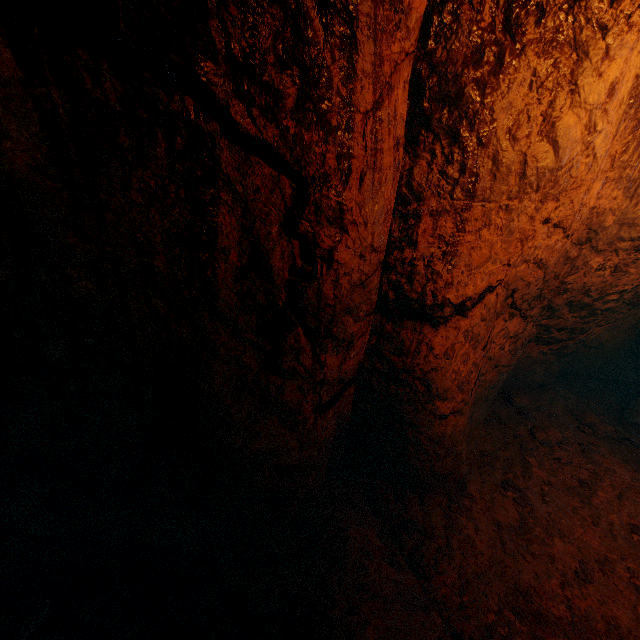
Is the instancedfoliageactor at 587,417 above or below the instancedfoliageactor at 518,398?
below

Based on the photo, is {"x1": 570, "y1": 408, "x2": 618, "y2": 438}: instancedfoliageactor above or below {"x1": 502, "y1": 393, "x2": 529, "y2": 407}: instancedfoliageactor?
below

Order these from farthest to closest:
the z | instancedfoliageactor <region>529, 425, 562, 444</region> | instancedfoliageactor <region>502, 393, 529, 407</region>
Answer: instancedfoliageactor <region>502, 393, 529, 407</region> < instancedfoliageactor <region>529, 425, 562, 444</region> < the z

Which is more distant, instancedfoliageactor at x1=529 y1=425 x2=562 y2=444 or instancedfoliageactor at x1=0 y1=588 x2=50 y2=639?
instancedfoliageactor at x1=529 y1=425 x2=562 y2=444

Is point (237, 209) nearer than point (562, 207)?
Yes

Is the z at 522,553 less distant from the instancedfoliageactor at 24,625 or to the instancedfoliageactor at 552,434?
the instancedfoliageactor at 552,434

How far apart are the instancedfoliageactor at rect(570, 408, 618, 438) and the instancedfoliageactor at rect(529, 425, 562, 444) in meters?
0.6

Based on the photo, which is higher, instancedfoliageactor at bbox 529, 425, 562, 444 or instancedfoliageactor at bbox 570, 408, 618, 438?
instancedfoliageactor at bbox 529, 425, 562, 444
